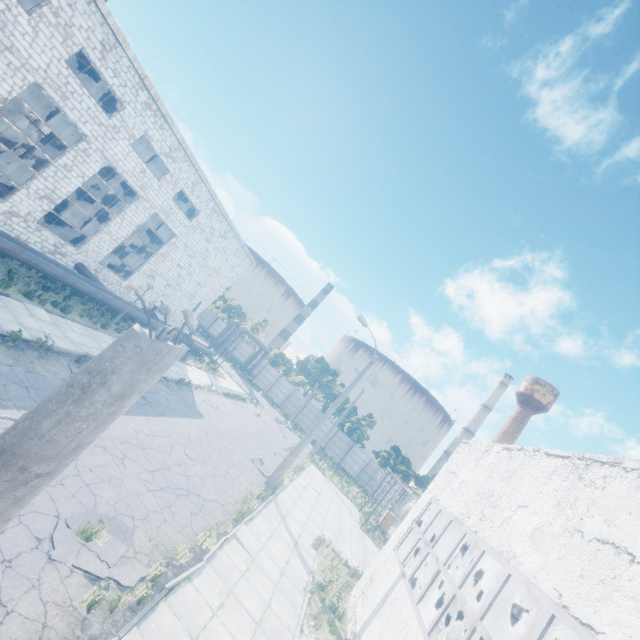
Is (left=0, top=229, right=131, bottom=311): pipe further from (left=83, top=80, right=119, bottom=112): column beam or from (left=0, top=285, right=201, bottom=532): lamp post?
(left=0, top=285, right=201, bottom=532): lamp post

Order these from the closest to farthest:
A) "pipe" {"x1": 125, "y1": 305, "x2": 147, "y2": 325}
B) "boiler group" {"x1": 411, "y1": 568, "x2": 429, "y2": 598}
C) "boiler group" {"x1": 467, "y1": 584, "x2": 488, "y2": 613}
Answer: "boiler group" {"x1": 411, "y1": 568, "x2": 429, "y2": 598} < "boiler group" {"x1": 467, "y1": 584, "x2": 488, "y2": 613} < "pipe" {"x1": 125, "y1": 305, "x2": 147, "y2": 325}

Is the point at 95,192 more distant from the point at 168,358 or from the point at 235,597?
the point at 168,358

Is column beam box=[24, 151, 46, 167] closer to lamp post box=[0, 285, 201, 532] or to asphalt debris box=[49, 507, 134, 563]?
asphalt debris box=[49, 507, 134, 563]

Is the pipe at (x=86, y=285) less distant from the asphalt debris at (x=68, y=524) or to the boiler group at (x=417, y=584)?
the asphalt debris at (x=68, y=524)

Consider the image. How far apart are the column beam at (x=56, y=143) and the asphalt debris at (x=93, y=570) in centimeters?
3637cm

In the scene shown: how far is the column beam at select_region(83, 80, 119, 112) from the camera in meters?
24.7

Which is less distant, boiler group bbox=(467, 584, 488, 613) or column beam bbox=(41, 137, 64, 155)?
boiler group bbox=(467, 584, 488, 613)
